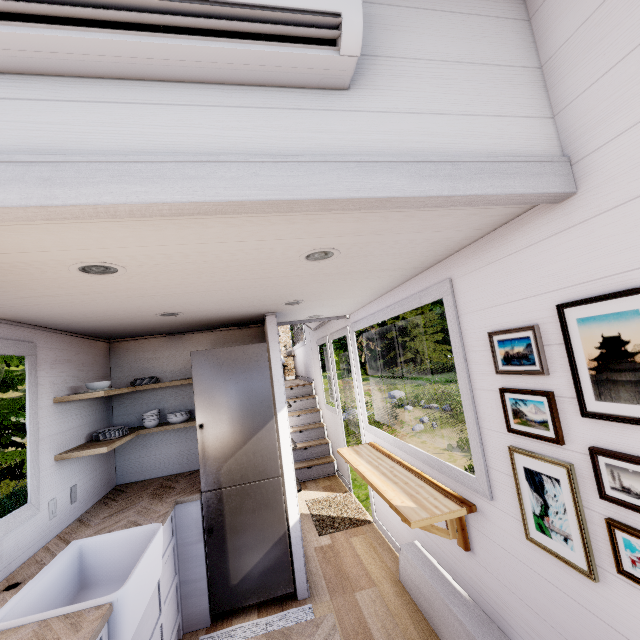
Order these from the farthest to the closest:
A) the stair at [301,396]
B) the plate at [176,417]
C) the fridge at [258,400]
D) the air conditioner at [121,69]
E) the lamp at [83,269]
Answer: the stair at [301,396]
the plate at [176,417]
the fridge at [258,400]
the lamp at [83,269]
the air conditioner at [121,69]

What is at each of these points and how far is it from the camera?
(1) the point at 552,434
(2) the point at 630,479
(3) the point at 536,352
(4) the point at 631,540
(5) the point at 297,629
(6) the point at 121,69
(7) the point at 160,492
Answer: (1) painting, 1.4 meters
(2) painting, 1.1 meters
(3) painting, 1.4 meters
(4) painting, 1.1 meters
(5) countertop, 1.2 meters
(6) air conditioner, 0.9 meters
(7) countertop, 3.0 meters

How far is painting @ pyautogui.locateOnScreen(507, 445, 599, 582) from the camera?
1.3 meters

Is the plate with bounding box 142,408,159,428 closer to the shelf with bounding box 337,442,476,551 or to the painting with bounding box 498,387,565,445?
the shelf with bounding box 337,442,476,551

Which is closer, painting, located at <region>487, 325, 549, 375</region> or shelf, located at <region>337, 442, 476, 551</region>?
painting, located at <region>487, 325, 549, 375</region>

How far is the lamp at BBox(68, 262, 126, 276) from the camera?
1.3 meters

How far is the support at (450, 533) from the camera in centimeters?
212cm

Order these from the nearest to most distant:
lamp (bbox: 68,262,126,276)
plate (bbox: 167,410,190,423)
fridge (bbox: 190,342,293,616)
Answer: lamp (bbox: 68,262,126,276), fridge (bbox: 190,342,293,616), plate (bbox: 167,410,190,423)
